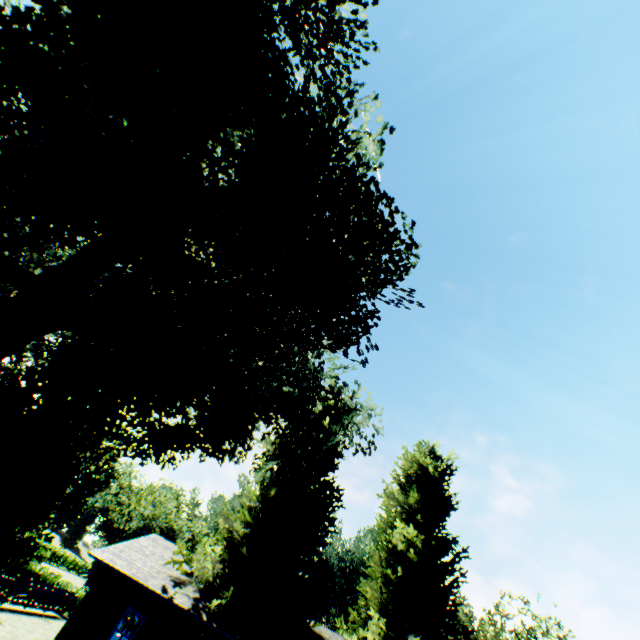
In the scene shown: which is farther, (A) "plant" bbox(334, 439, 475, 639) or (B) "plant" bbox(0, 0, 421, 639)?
(A) "plant" bbox(334, 439, 475, 639)

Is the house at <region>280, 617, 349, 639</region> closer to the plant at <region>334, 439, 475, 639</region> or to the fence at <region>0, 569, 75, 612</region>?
the plant at <region>334, 439, 475, 639</region>

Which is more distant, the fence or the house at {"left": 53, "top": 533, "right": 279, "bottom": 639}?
the fence

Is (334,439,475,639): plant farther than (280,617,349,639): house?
Yes

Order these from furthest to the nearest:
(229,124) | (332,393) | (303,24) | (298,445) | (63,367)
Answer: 1. (298,445)
2. (332,393)
3. (229,124)
4. (303,24)
5. (63,367)

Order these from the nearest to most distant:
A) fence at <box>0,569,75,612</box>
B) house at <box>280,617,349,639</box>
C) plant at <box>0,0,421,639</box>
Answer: plant at <box>0,0,421,639</box>
house at <box>280,617,349,639</box>
fence at <box>0,569,75,612</box>

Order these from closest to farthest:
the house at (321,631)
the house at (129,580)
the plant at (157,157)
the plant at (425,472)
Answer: the plant at (157,157), the house at (129,580), the house at (321,631), the plant at (425,472)

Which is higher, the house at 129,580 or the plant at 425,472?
the plant at 425,472
